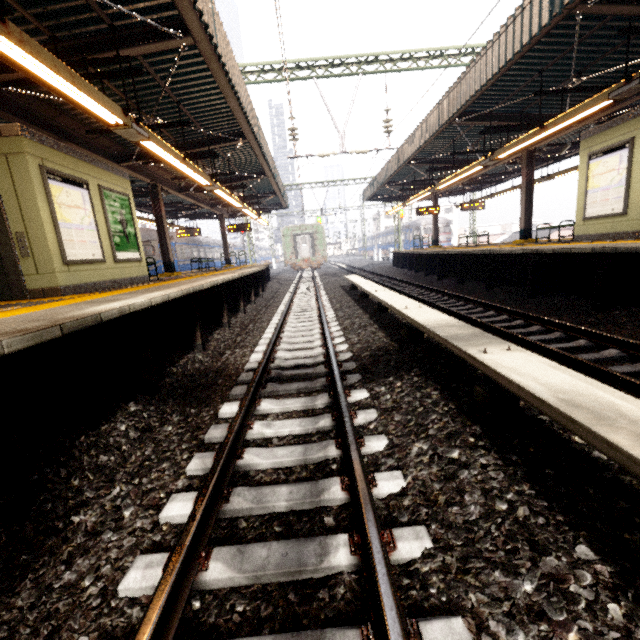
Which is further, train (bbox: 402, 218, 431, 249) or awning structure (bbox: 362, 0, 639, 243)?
train (bbox: 402, 218, 431, 249)

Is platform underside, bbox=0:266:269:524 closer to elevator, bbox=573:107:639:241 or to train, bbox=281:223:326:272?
train, bbox=281:223:326:272

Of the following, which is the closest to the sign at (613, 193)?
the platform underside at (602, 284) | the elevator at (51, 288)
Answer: the platform underside at (602, 284)

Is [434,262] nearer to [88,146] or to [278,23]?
[278,23]

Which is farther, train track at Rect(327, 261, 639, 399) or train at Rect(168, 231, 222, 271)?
train at Rect(168, 231, 222, 271)

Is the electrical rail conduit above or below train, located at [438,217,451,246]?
below

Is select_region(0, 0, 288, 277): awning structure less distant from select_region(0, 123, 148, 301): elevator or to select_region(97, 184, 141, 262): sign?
select_region(0, 123, 148, 301): elevator

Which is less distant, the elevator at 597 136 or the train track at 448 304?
the train track at 448 304
